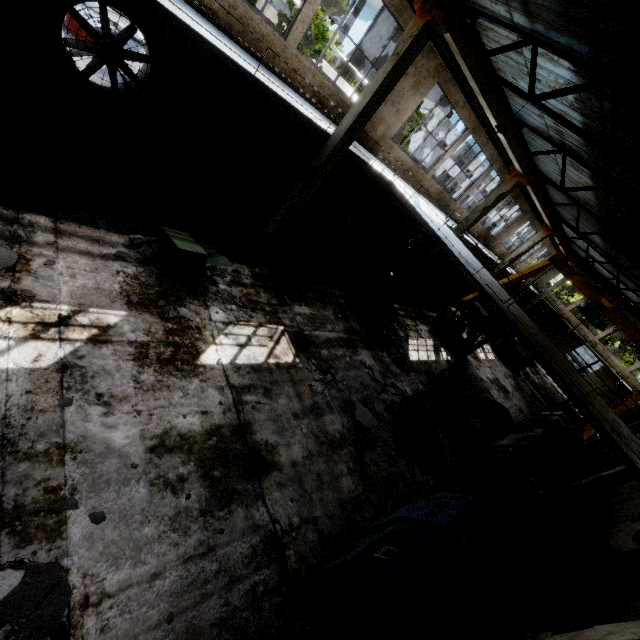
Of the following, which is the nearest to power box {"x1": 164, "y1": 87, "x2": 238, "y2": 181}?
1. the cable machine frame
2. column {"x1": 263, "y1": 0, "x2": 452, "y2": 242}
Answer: column {"x1": 263, "y1": 0, "x2": 452, "y2": 242}

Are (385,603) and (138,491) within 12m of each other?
yes

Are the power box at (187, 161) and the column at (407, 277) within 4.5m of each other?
no

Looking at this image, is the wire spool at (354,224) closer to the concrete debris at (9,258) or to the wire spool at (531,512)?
the wire spool at (531,512)

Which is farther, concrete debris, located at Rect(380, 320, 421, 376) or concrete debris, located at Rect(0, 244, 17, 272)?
concrete debris, located at Rect(380, 320, 421, 376)

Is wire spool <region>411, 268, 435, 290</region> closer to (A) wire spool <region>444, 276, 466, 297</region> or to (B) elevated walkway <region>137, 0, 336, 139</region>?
(B) elevated walkway <region>137, 0, 336, 139</region>

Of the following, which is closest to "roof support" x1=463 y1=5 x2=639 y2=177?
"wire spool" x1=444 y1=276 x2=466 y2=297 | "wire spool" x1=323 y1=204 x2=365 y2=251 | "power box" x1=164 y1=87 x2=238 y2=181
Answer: "wire spool" x1=323 y1=204 x2=365 y2=251

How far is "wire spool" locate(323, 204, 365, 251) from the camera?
14.2 meters
